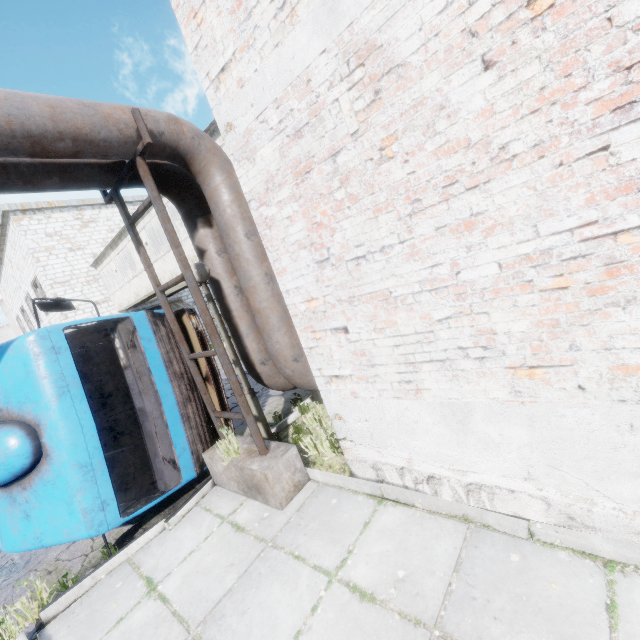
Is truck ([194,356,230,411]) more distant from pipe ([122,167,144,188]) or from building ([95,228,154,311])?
building ([95,228,154,311])

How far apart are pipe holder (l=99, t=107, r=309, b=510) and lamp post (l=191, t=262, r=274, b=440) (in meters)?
0.20

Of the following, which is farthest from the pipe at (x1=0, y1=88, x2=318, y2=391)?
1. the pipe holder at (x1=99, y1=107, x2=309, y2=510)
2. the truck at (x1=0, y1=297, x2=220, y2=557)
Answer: the truck at (x1=0, y1=297, x2=220, y2=557)

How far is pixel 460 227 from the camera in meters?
2.4 m

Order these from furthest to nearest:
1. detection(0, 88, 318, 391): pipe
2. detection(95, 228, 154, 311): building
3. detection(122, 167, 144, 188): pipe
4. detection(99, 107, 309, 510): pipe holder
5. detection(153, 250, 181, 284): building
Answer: detection(95, 228, 154, 311): building < detection(153, 250, 181, 284): building < detection(122, 167, 144, 188): pipe < detection(99, 107, 309, 510): pipe holder < detection(0, 88, 318, 391): pipe

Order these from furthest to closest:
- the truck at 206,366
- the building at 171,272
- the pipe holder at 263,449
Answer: the building at 171,272 → the truck at 206,366 → the pipe holder at 263,449

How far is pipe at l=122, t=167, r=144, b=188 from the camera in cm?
452

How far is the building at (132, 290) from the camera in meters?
15.5
